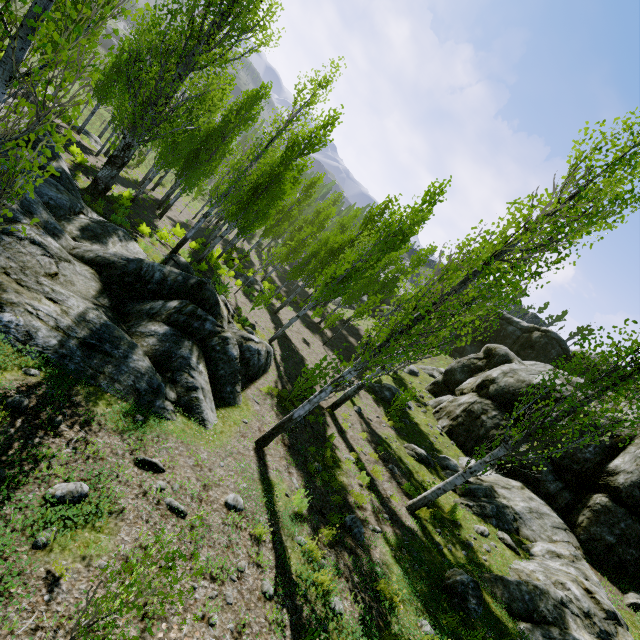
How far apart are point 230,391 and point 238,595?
4.8m

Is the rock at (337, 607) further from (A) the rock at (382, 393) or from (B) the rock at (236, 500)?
(B) the rock at (236, 500)

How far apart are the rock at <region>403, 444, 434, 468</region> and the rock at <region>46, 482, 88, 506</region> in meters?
10.8

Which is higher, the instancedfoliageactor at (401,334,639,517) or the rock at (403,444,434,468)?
the instancedfoliageactor at (401,334,639,517)

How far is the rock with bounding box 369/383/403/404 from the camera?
16.97m

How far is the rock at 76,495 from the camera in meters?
4.0

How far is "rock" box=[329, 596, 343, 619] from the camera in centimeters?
489cm

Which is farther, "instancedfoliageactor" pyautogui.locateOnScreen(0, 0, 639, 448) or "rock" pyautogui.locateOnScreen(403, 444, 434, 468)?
"rock" pyautogui.locateOnScreen(403, 444, 434, 468)
